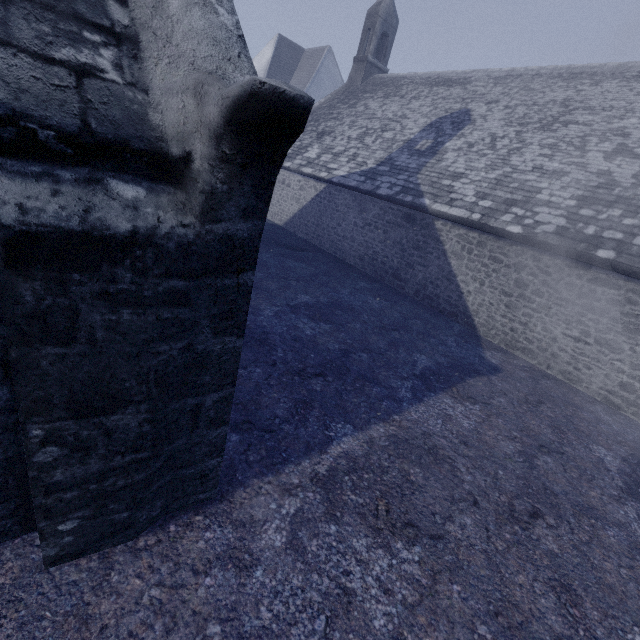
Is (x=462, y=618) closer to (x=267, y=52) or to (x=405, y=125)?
(x=405, y=125)
